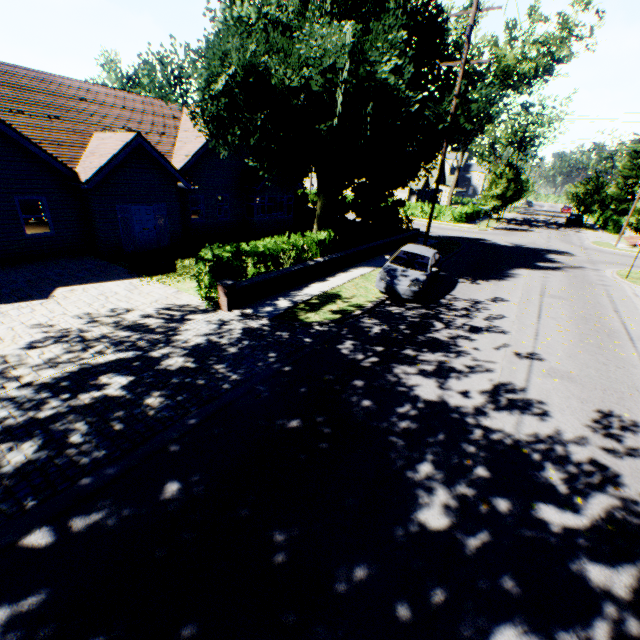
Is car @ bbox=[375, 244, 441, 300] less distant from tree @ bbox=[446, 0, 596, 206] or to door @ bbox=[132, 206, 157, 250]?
tree @ bbox=[446, 0, 596, 206]

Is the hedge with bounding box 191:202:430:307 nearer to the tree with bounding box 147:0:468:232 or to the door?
the tree with bounding box 147:0:468:232

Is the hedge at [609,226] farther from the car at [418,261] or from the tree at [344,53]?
the car at [418,261]

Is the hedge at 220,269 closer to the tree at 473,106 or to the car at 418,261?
the tree at 473,106

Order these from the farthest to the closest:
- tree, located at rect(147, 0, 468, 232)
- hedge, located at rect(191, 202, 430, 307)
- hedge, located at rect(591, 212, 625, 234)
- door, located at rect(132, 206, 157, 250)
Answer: hedge, located at rect(591, 212, 625, 234), door, located at rect(132, 206, 157, 250), tree, located at rect(147, 0, 468, 232), hedge, located at rect(191, 202, 430, 307)

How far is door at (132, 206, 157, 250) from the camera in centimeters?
1581cm

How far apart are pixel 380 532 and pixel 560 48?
53.0m

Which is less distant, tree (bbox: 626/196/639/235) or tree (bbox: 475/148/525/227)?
tree (bbox: 626/196/639/235)
